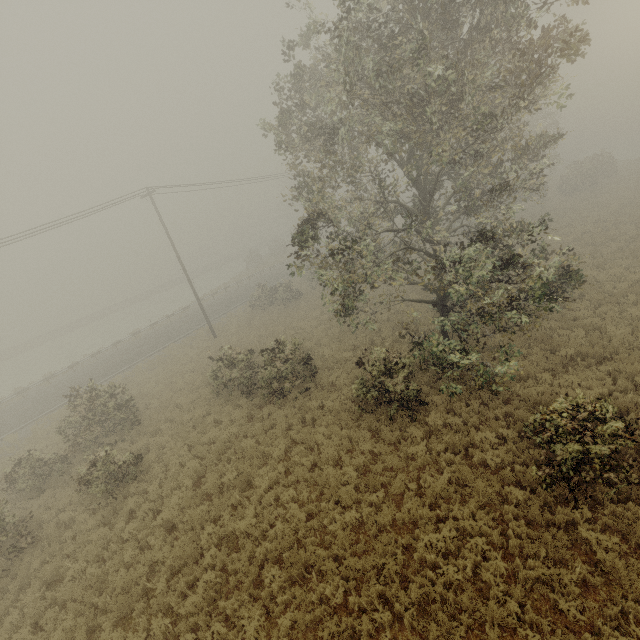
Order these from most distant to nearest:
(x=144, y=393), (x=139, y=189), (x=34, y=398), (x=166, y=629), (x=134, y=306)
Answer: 1. (x=134, y=306)
2. (x=34, y=398)
3. (x=139, y=189)
4. (x=144, y=393)
5. (x=166, y=629)
